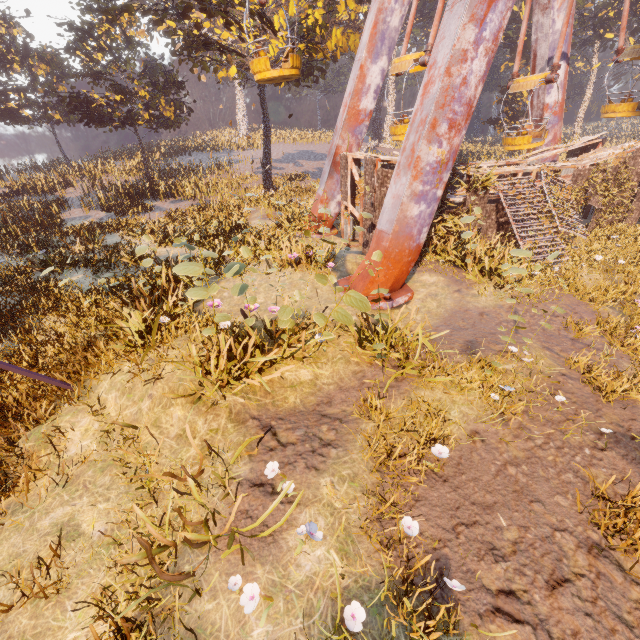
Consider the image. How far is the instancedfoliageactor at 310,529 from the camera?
3.9 meters

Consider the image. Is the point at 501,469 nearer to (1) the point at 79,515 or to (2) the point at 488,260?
(1) the point at 79,515

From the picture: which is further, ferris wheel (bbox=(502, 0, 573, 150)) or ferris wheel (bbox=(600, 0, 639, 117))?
ferris wheel (bbox=(600, 0, 639, 117))

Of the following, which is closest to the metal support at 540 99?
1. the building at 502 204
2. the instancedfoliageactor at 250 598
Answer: the building at 502 204

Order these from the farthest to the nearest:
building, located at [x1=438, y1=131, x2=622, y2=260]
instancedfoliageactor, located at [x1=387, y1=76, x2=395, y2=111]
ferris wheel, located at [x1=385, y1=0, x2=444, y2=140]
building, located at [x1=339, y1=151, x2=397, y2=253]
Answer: instancedfoliageactor, located at [x1=387, y1=76, x2=395, y2=111]
building, located at [x1=438, y1=131, x2=622, y2=260]
building, located at [x1=339, y1=151, x2=397, y2=253]
ferris wheel, located at [x1=385, y1=0, x2=444, y2=140]

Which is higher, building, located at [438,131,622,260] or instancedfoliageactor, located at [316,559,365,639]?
building, located at [438,131,622,260]

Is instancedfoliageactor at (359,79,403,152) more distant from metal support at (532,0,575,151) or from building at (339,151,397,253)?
metal support at (532,0,575,151)
